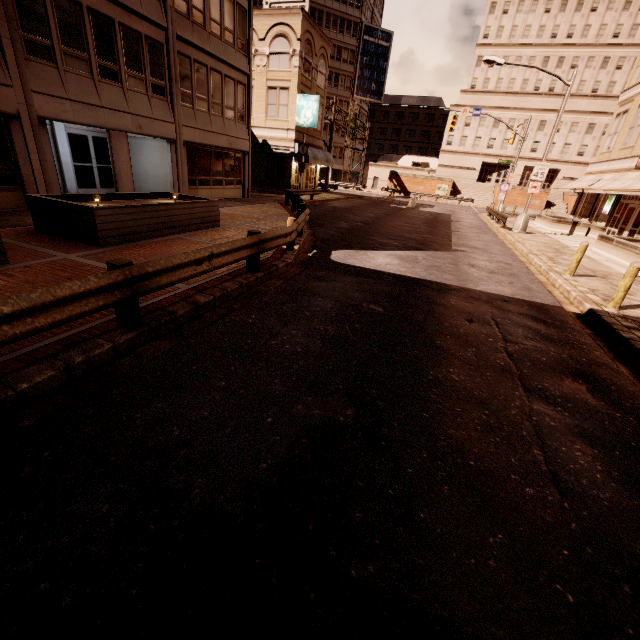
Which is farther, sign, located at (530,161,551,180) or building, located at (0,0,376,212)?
sign, located at (530,161,551,180)

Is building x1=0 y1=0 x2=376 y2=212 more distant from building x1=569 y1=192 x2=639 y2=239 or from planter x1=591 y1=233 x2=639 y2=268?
building x1=569 y1=192 x2=639 y2=239

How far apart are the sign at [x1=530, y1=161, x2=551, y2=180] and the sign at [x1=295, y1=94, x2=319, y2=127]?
16.9 meters

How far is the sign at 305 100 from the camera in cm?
2666

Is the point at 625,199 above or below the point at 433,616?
above

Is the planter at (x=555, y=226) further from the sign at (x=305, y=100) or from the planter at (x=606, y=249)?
the sign at (x=305, y=100)

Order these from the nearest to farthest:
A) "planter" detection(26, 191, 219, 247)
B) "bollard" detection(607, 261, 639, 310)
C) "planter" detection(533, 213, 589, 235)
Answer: "bollard" detection(607, 261, 639, 310)
"planter" detection(26, 191, 219, 247)
"planter" detection(533, 213, 589, 235)

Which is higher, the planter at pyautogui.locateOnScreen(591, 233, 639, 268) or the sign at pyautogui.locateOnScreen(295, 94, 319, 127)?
the sign at pyautogui.locateOnScreen(295, 94, 319, 127)
